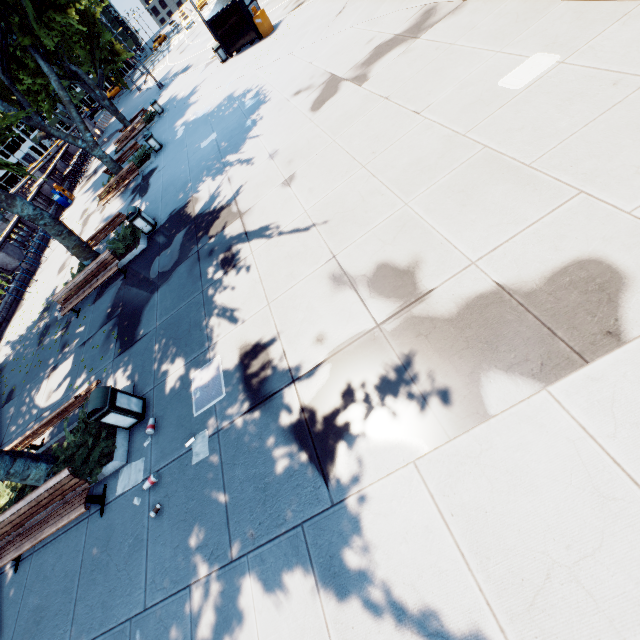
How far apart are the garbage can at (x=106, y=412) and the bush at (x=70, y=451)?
0.0m

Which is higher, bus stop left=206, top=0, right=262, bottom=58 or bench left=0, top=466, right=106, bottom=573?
bus stop left=206, top=0, right=262, bottom=58

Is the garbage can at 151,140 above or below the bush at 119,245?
above

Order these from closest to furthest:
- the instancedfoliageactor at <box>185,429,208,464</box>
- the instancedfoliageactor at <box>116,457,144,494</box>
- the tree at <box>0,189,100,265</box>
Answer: the instancedfoliageactor at <box>185,429,208,464</box> → the instancedfoliageactor at <box>116,457,144,494</box> → the tree at <box>0,189,100,265</box>

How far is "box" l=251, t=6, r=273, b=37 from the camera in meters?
18.6 m

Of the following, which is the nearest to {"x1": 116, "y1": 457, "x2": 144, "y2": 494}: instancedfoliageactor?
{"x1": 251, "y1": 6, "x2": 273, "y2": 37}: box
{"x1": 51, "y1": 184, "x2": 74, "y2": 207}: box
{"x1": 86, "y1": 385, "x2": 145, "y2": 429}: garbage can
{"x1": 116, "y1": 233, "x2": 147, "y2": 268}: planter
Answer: {"x1": 86, "y1": 385, "x2": 145, "y2": 429}: garbage can

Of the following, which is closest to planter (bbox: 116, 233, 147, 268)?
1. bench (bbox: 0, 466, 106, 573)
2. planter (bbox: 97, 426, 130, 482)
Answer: planter (bbox: 97, 426, 130, 482)

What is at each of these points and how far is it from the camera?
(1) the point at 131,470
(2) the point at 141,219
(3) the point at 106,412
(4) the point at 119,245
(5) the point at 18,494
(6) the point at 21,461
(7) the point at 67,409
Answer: (1) instancedfoliageactor, 6.22m
(2) garbage can, 12.05m
(3) garbage can, 6.31m
(4) bush, 12.45m
(5) bush, 7.32m
(6) tree, 6.62m
(7) bench, 7.45m
